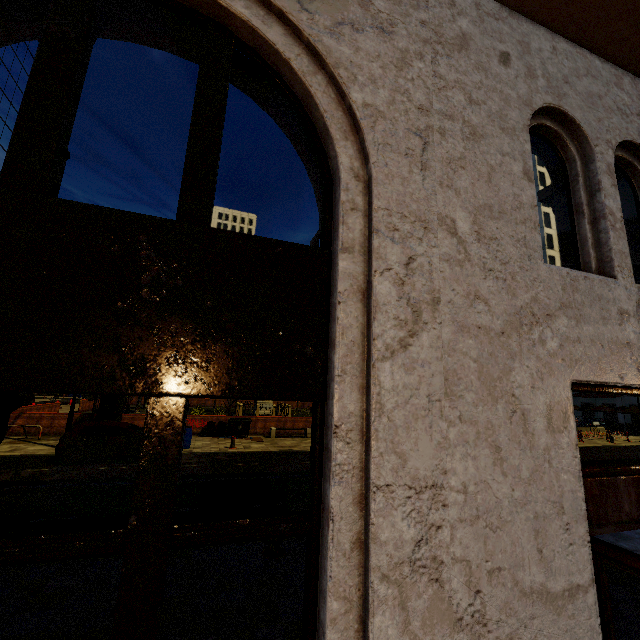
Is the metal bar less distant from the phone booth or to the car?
the car

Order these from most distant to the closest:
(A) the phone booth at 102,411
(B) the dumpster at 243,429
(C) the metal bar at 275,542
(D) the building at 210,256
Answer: (B) the dumpster at 243,429, (A) the phone booth at 102,411, (C) the metal bar at 275,542, (D) the building at 210,256

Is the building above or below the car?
above

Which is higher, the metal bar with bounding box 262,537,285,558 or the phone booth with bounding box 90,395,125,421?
the phone booth with bounding box 90,395,125,421

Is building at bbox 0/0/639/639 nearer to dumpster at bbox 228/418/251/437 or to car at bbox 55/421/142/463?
car at bbox 55/421/142/463

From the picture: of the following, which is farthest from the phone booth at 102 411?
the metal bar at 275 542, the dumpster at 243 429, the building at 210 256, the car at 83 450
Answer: the building at 210 256

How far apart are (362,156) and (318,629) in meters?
2.8 m

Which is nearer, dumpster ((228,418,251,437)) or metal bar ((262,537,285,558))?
metal bar ((262,537,285,558))
